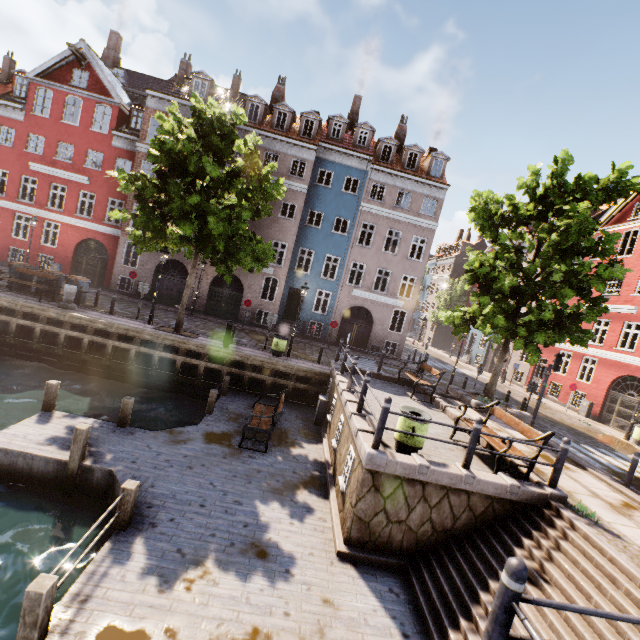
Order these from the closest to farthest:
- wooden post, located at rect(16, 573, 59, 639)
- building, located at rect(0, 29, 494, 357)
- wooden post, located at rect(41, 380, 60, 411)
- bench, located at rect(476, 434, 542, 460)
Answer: wooden post, located at rect(16, 573, 59, 639), bench, located at rect(476, 434, 542, 460), wooden post, located at rect(41, 380, 60, 411), building, located at rect(0, 29, 494, 357)

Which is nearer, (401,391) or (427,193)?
(401,391)

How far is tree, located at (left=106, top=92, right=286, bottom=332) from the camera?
12.4m

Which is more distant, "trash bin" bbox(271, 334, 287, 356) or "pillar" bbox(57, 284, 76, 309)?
"trash bin" bbox(271, 334, 287, 356)

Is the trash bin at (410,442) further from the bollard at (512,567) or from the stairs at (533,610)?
the bollard at (512,567)

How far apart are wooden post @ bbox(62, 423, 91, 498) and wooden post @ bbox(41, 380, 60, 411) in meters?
2.6

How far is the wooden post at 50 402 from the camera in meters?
9.0 m

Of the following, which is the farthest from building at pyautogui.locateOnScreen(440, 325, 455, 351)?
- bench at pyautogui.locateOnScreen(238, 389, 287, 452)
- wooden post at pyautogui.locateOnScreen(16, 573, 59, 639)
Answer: wooden post at pyautogui.locateOnScreen(16, 573, 59, 639)
